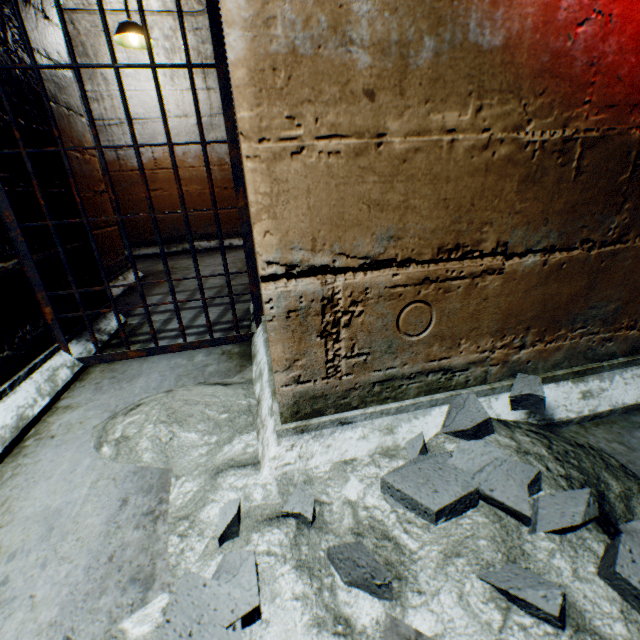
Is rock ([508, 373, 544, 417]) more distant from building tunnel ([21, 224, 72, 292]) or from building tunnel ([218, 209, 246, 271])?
building tunnel ([218, 209, 246, 271])

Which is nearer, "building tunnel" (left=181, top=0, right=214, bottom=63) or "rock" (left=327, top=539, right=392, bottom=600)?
"rock" (left=327, top=539, right=392, bottom=600)

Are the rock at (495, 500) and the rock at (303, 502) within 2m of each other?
yes

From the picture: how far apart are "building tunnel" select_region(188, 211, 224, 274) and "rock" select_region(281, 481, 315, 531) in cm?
494

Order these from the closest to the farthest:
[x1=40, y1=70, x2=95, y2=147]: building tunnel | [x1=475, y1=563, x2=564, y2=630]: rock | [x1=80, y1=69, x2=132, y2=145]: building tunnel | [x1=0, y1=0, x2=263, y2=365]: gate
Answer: [x1=475, y1=563, x2=564, y2=630]: rock < [x1=0, y1=0, x2=263, y2=365]: gate < [x1=40, y1=70, x2=95, y2=147]: building tunnel < [x1=80, y1=69, x2=132, y2=145]: building tunnel

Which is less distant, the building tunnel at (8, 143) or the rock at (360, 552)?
the rock at (360, 552)

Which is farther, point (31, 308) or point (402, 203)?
point (31, 308)

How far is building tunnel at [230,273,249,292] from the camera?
3.0m
